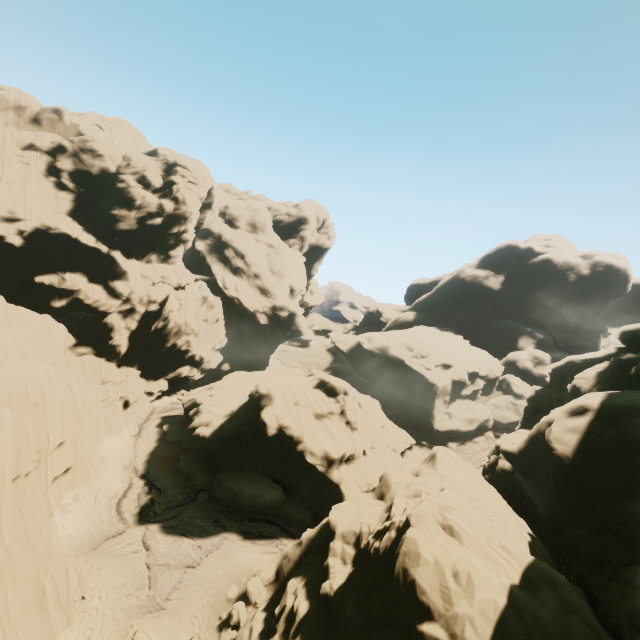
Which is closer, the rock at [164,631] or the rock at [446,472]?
the rock at [446,472]

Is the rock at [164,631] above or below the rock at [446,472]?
below

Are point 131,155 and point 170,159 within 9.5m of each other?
yes

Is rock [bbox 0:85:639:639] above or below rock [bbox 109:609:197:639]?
above

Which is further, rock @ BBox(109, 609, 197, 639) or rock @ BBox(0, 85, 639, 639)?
rock @ BBox(109, 609, 197, 639)
